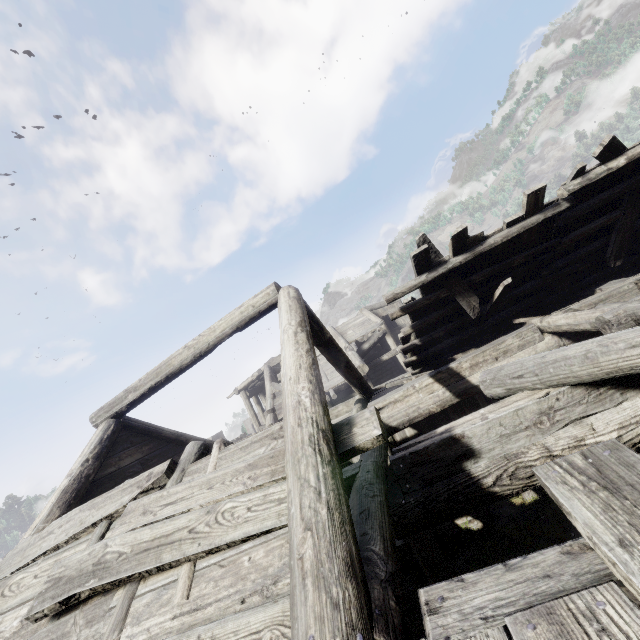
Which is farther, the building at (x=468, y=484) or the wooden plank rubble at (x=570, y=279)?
the wooden plank rubble at (x=570, y=279)

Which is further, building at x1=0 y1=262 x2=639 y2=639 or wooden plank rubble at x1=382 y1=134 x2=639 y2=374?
wooden plank rubble at x1=382 y1=134 x2=639 y2=374

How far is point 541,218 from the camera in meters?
6.4 m
